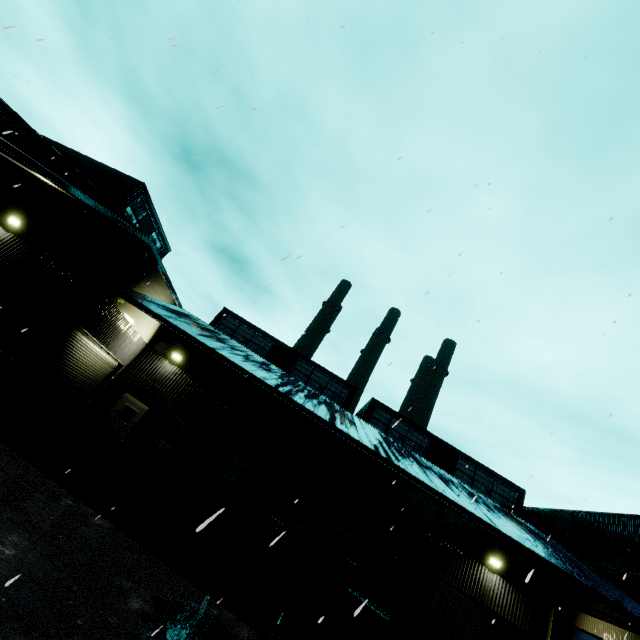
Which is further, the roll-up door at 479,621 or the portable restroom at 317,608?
the roll-up door at 479,621

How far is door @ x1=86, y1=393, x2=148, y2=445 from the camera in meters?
15.3

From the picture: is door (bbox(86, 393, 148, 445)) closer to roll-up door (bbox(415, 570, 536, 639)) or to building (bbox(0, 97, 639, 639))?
building (bbox(0, 97, 639, 639))

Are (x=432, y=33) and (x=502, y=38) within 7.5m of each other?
yes

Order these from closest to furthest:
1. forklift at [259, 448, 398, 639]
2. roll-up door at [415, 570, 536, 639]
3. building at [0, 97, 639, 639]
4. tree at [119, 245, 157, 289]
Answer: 1. forklift at [259, 448, 398, 639]
2. building at [0, 97, 639, 639]
3. tree at [119, 245, 157, 289]
4. roll-up door at [415, 570, 536, 639]

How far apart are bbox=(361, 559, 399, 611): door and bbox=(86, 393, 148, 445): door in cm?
1264

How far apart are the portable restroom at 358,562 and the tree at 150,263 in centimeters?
1221cm

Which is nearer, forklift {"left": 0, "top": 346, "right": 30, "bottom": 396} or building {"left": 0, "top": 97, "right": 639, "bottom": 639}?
forklift {"left": 0, "top": 346, "right": 30, "bottom": 396}
